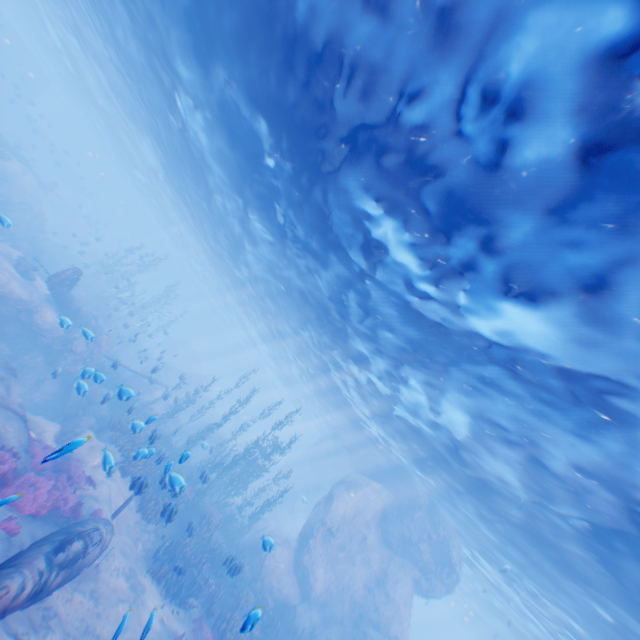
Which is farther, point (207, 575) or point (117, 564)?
point (207, 575)

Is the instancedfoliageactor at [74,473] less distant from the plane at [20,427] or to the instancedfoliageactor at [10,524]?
the plane at [20,427]

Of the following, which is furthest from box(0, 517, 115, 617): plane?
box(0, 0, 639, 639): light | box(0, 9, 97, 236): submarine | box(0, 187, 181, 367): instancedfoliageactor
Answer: box(0, 9, 97, 236): submarine

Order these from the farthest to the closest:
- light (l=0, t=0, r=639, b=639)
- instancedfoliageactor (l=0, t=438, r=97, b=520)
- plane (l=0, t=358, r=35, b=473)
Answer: plane (l=0, t=358, r=35, b=473)
instancedfoliageactor (l=0, t=438, r=97, b=520)
light (l=0, t=0, r=639, b=639)

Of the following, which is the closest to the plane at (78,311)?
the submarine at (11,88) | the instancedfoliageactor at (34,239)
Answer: the instancedfoliageactor at (34,239)

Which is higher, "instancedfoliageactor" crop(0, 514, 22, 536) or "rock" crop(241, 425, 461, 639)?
"rock" crop(241, 425, 461, 639)

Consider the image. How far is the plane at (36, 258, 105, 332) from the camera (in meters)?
17.16

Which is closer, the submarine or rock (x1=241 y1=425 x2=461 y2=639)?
rock (x1=241 y1=425 x2=461 y2=639)
